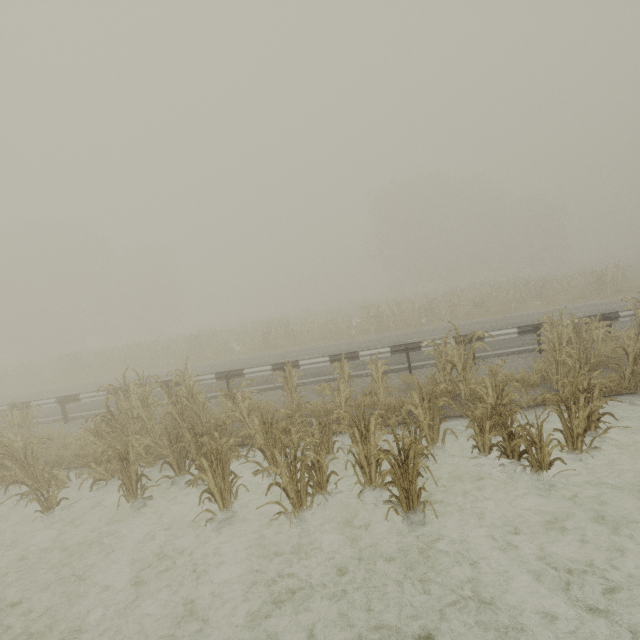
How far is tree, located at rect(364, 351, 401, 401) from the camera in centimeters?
805cm

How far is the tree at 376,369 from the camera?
8.1m

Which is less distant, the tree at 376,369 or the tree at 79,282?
the tree at 79,282

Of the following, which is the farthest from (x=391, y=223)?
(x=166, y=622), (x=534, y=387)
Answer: (x=166, y=622)

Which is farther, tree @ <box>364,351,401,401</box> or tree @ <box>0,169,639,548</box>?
tree @ <box>364,351,401,401</box>
